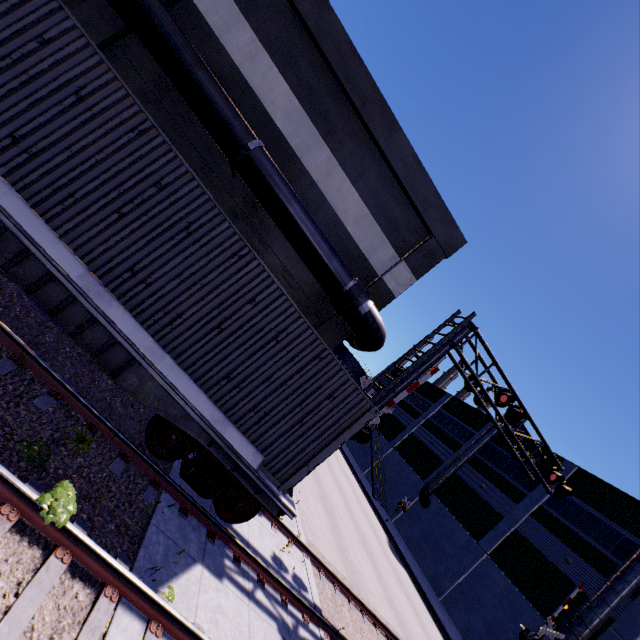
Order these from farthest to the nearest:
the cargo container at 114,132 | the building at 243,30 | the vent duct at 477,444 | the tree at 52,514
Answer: the vent duct at 477,444
the building at 243,30
the cargo container at 114,132
the tree at 52,514

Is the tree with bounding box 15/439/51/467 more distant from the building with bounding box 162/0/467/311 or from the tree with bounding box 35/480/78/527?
the building with bounding box 162/0/467/311

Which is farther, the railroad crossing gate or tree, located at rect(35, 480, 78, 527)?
the railroad crossing gate

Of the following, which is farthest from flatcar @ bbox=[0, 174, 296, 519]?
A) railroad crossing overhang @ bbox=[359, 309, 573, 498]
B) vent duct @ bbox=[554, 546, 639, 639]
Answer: vent duct @ bbox=[554, 546, 639, 639]

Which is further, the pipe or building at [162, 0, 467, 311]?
building at [162, 0, 467, 311]

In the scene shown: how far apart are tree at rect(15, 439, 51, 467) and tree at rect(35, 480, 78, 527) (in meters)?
0.57

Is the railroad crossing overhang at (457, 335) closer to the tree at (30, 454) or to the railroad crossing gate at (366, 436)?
the railroad crossing gate at (366, 436)

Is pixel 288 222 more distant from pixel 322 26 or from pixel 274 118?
pixel 322 26
